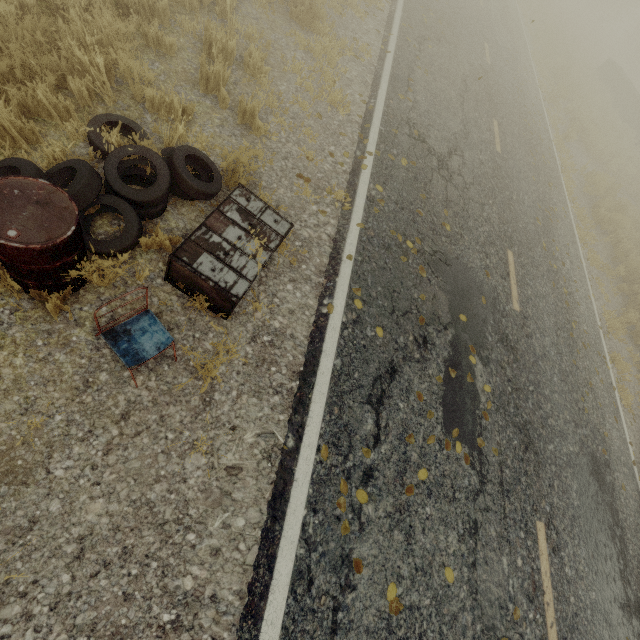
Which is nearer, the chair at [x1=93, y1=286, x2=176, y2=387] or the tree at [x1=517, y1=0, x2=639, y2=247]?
the chair at [x1=93, y1=286, x2=176, y2=387]

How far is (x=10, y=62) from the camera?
3.1m

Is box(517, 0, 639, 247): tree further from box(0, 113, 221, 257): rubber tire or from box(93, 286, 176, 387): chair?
box(93, 286, 176, 387): chair

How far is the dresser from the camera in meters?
3.1 m

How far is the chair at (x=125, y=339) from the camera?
2.6m

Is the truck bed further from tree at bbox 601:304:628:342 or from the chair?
the chair

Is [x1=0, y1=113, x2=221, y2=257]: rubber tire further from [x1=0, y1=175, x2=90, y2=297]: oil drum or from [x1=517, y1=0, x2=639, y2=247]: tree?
[x1=517, y1=0, x2=639, y2=247]: tree

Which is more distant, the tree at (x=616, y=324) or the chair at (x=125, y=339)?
the tree at (x=616, y=324)
